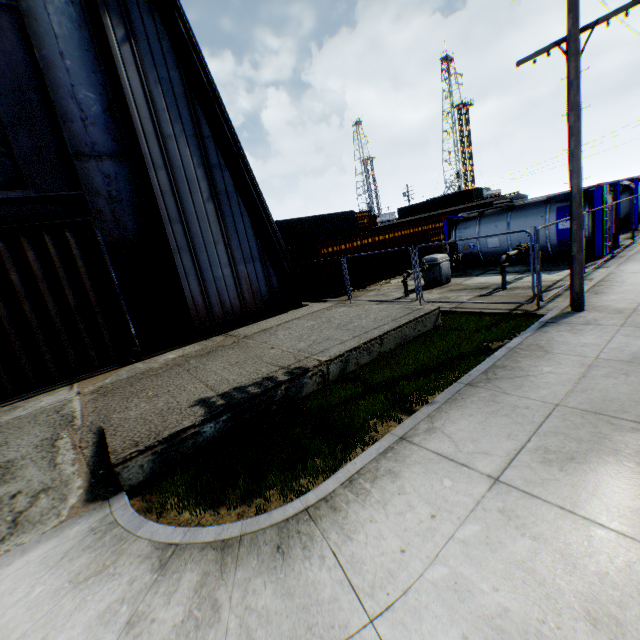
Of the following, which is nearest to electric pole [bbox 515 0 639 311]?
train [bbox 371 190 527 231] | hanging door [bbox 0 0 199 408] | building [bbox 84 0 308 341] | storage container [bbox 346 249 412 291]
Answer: building [bbox 84 0 308 341]

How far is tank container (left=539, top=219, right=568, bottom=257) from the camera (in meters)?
14.05

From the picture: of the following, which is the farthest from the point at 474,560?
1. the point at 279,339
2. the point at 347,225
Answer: the point at 347,225

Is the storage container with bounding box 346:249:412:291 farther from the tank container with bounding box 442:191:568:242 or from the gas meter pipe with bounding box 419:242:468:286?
the gas meter pipe with bounding box 419:242:468:286

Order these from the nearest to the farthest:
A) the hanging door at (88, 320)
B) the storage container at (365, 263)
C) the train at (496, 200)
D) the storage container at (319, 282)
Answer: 1. the hanging door at (88, 320)
2. the storage container at (319, 282)
3. the storage container at (365, 263)
4. the train at (496, 200)

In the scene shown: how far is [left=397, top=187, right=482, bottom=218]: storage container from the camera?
41.5 meters

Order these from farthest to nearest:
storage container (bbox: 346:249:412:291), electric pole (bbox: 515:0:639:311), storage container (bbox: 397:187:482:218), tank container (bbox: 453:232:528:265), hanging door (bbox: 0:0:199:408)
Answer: storage container (bbox: 397:187:482:218) → storage container (bbox: 346:249:412:291) → tank container (bbox: 453:232:528:265) → hanging door (bbox: 0:0:199:408) → electric pole (bbox: 515:0:639:311)

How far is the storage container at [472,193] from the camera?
41.53m
